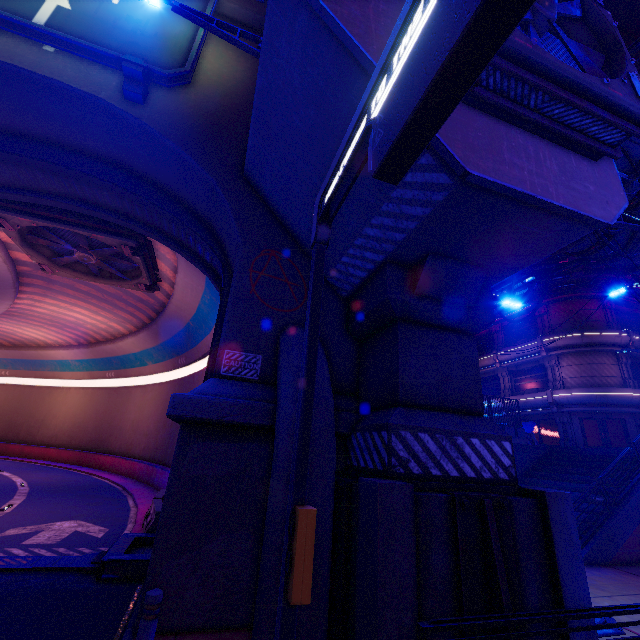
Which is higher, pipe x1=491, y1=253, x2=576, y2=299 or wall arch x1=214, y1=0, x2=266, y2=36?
wall arch x1=214, y1=0, x2=266, y2=36

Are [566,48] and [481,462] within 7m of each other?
no

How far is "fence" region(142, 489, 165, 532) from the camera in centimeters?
1032cm

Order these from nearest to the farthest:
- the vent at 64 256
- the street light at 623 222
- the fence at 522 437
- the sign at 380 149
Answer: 1. the sign at 380 149
2. the street light at 623 222
3. the vent at 64 256
4. the fence at 522 437

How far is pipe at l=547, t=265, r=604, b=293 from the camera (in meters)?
24.11

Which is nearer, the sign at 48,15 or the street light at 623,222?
the street light at 623,222

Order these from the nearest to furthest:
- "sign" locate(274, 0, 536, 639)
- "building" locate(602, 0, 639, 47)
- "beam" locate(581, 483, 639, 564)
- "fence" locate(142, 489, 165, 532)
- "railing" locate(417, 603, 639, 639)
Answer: "sign" locate(274, 0, 536, 639)
"railing" locate(417, 603, 639, 639)
"fence" locate(142, 489, 165, 532)
"beam" locate(581, 483, 639, 564)
"building" locate(602, 0, 639, 47)

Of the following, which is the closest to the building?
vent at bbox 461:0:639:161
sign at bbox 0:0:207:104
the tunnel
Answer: vent at bbox 461:0:639:161
